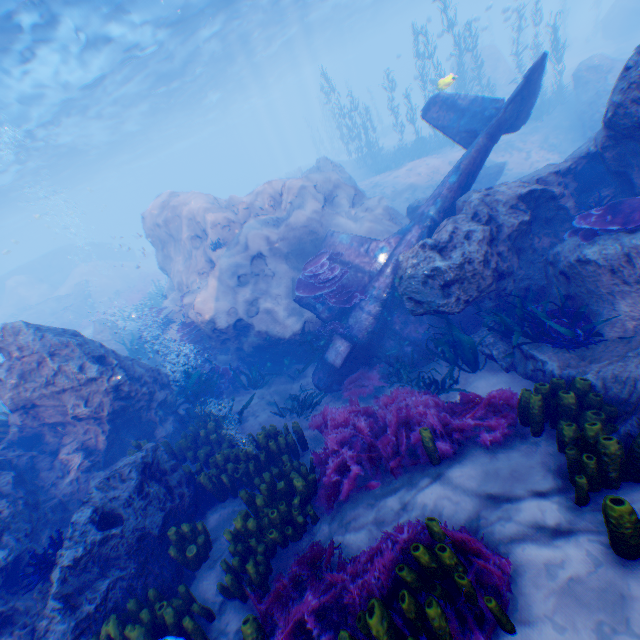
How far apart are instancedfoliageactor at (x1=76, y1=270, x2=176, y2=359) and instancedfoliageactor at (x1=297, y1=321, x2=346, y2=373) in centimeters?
1500cm

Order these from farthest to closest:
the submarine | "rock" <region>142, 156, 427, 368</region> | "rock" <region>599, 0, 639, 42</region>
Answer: the submarine
"rock" <region>599, 0, 639, 42</region>
"rock" <region>142, 156, 427, 368</region>

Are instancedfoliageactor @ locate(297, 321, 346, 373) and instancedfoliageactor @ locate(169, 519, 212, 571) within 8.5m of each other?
yes

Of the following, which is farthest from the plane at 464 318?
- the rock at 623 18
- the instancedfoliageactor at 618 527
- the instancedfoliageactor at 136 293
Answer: the instancedfoliageactor at 136 293

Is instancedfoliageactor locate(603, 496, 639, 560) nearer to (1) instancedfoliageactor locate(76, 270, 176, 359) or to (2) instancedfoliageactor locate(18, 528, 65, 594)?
(2) instancedfoliageactor locate(18, 528, 65, 594)

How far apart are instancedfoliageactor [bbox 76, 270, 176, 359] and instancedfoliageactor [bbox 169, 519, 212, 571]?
18.1m

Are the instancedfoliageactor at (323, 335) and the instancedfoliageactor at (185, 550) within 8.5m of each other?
yes

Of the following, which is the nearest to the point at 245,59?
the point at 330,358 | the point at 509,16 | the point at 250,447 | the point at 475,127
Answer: the point at 509,16
